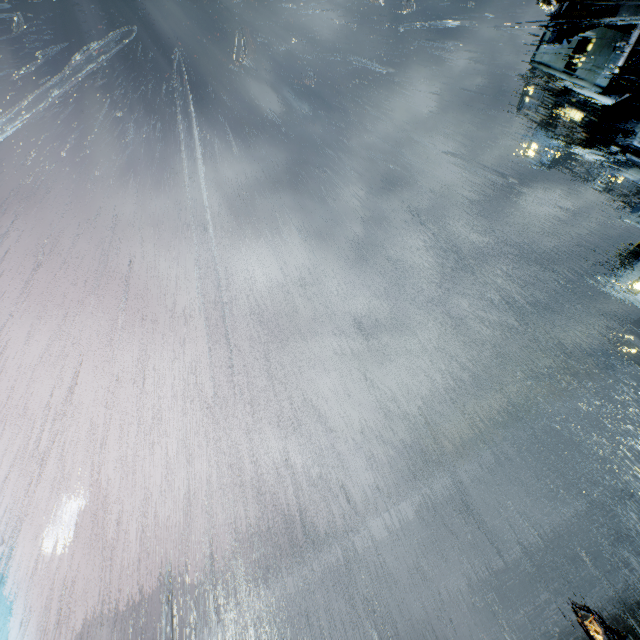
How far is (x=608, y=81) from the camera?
53.9 meters
